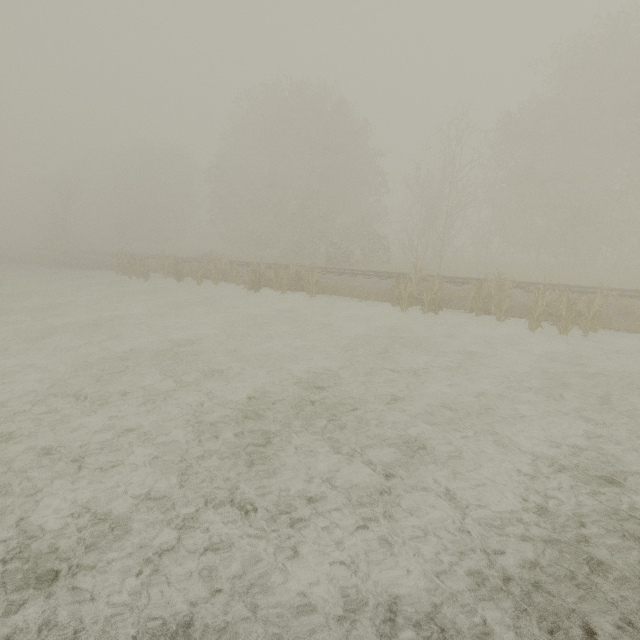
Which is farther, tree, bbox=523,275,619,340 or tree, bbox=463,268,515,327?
tree, bbox=463,268,515,327

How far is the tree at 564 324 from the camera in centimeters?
1061cm

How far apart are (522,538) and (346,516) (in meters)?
2.14

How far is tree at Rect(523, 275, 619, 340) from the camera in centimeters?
1061cm

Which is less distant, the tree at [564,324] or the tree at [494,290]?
the tree at [564,324]
